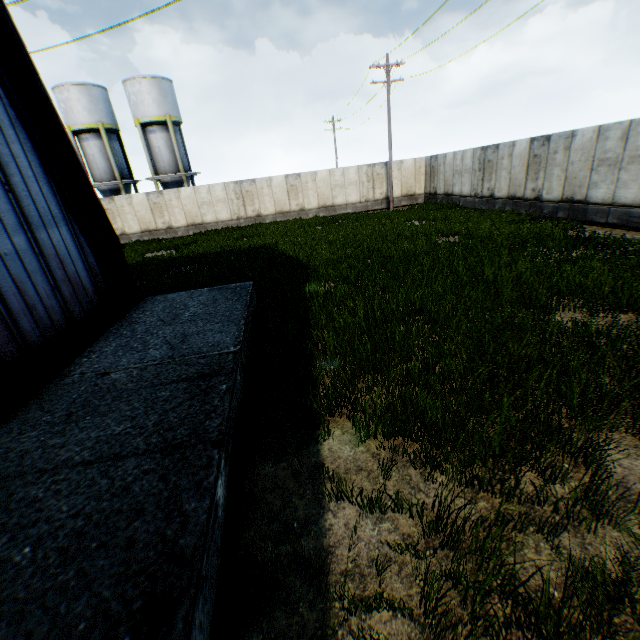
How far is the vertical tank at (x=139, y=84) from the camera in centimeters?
2731cm

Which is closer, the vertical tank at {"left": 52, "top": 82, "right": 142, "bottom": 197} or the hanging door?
the hanging door

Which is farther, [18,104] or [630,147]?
[630,147]

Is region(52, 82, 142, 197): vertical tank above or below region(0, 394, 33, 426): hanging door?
above

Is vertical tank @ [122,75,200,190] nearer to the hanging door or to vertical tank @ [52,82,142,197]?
vertical tank @ [52,82,142,197]

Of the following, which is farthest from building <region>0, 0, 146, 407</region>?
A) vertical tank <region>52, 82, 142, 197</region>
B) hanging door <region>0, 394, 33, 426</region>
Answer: vertical tank <region>52, 82, 142, 197</region>

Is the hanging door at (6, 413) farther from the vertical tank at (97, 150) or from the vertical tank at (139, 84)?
the vertical tank at (97, 150)

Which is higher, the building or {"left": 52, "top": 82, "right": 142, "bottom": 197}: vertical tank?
{"left": 52, "top": 82, "right": 142, "bottom": 197}: vertical tank
